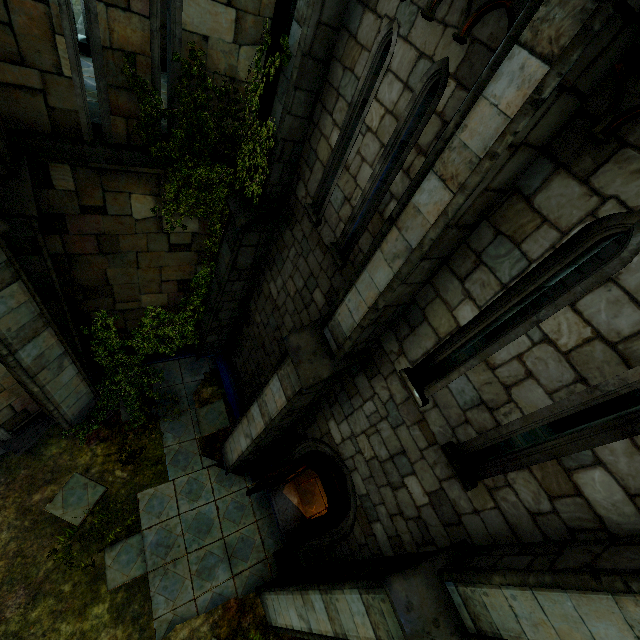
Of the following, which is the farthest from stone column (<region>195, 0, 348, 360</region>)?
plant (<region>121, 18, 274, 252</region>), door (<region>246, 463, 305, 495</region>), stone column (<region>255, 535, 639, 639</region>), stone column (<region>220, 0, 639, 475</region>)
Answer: stone column (<region>255, 535, 639, 639</region>)

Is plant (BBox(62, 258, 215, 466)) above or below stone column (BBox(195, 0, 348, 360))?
below

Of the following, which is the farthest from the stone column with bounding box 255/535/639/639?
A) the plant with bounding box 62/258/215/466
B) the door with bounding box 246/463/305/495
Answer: the plant with bounding box 62/258/215/466

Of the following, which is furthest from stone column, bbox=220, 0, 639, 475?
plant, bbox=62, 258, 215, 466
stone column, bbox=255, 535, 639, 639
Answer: stone column, bbox=255, 535, 639, 639

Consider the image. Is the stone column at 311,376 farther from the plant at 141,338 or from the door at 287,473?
the plant at 141,338

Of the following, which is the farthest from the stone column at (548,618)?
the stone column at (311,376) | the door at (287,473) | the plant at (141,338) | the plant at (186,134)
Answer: the plant at (186,134)

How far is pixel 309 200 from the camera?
5.5m

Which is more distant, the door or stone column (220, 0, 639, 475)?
the door
